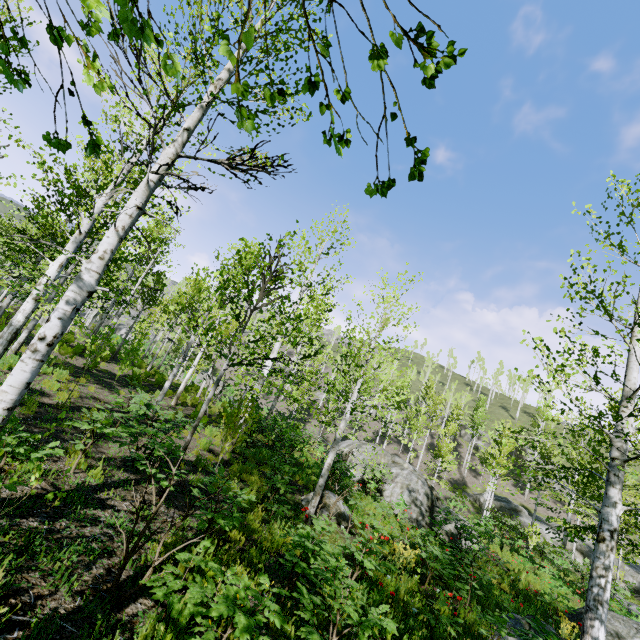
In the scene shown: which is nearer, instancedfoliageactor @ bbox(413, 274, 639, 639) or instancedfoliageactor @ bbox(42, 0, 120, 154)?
instancedfoliageactor @ bbox(42, 0, 120, 154)

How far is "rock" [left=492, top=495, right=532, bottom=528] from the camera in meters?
30.5

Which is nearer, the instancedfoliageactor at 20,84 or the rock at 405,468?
the instancedfoliageactor at 20,84

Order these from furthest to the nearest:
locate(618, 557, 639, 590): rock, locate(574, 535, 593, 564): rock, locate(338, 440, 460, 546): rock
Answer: locate(574, 535, 593, 564): rock < locate(618, 557, 639, 590): rock < locate(338, 440, 460, 546): rock

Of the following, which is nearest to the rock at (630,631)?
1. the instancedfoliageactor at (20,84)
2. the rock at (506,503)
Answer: the instancedfoliageactor at (20,84)

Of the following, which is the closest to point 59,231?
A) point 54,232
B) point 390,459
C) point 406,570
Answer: point 54,232

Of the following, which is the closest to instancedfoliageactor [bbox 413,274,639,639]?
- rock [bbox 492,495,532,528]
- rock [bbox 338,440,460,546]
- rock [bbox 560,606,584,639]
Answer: rock [bbox 492,495,532,528]

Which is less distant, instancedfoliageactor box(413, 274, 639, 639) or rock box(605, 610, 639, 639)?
instancedfoliageactor box(413, 274, 639, 639)
